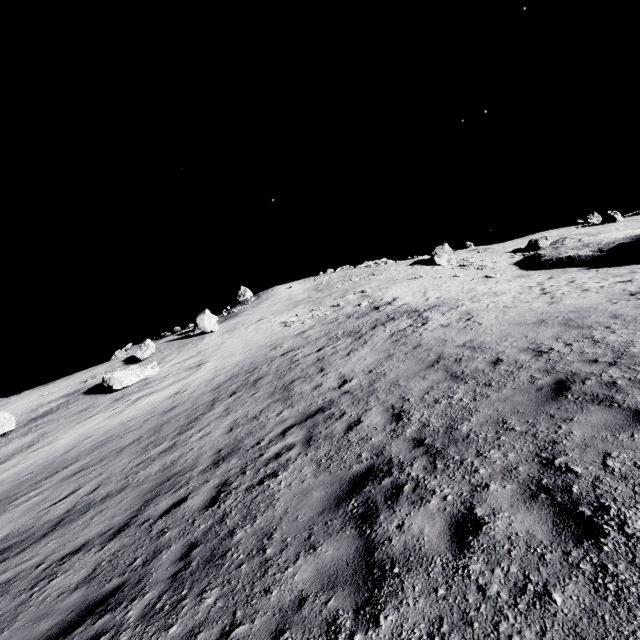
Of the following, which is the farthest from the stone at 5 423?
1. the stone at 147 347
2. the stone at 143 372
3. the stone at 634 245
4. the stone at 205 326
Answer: the stone at 634 245

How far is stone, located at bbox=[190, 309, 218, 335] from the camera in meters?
33.5 m

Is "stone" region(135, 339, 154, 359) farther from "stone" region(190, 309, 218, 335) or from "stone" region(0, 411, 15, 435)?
"stone" region(0, 411, 15, 435)

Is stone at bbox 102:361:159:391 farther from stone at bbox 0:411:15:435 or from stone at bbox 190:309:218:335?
stone at bbox 190:309:218:335

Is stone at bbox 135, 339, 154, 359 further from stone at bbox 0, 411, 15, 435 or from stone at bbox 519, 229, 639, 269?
stone at bbox 519, 229, 639, 269

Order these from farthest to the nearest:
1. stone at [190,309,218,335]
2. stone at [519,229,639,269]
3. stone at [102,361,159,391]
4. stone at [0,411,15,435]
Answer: stone at [190,309,218,335]
stone at [519,229,639,269]
stone at [102,361,159,391]
stone at [0,411,15,435]

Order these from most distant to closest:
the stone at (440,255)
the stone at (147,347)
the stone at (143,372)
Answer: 1. the stone at (440,255)
2. the stone at (147,347)
3. the stone at (143,372)

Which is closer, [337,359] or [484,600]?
[484,600]
